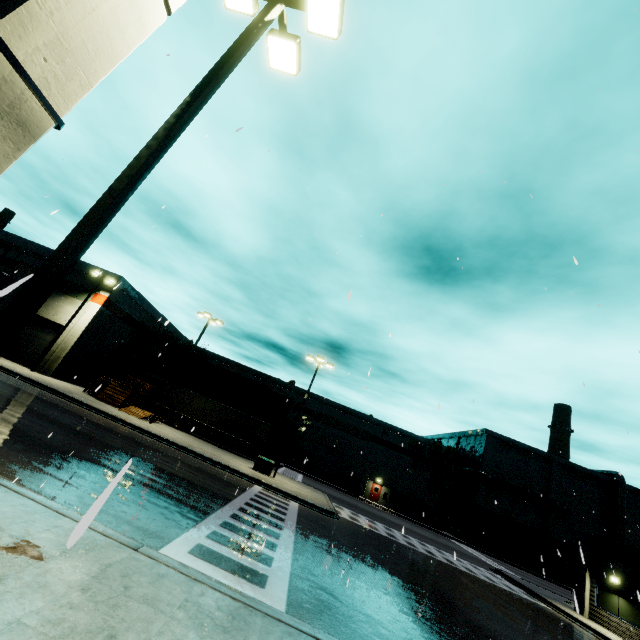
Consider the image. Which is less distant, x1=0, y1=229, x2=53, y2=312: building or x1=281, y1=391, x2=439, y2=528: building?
x1=0, y1=229, x2=53, y2=312: building

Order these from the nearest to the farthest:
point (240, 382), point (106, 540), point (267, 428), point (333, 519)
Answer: point (106, 540)
point (333, 519)
point (267, 428)
point (240, 382)

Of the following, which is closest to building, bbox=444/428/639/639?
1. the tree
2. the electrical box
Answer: the tree

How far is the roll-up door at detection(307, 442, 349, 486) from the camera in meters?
46.2

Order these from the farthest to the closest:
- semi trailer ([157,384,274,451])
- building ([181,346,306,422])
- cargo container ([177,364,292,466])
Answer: building ([181,346,306,422])
cargo container ([177,364,292,466])
semi trailer ([157,384,274,451])

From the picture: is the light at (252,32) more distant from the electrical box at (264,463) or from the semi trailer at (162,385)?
the electrical box at (264,463)

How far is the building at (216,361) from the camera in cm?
4991

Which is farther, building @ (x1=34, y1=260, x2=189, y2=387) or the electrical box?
building @ (x1=34, y1=260, x2=189, y2=387)
